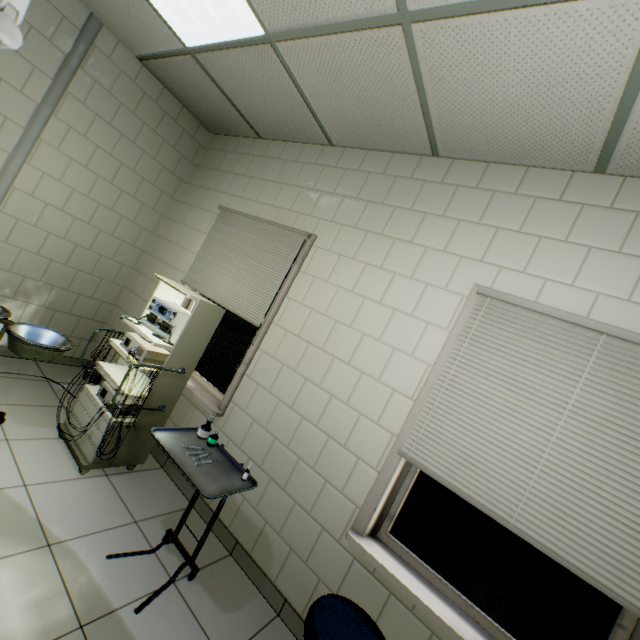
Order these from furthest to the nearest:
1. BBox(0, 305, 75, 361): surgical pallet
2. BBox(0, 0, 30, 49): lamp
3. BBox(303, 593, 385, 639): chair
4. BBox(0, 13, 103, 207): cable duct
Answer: BBox(0, 13, 103, 207): cable duct
BBox(0, 305, 75, 361): surgical pallet
BBox(303, 593, 385, 639): chair
BBox(0, 0, 30, 49): lamp

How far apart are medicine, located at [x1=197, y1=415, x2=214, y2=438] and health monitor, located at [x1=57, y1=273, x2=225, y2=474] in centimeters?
63cm

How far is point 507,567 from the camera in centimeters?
169cm

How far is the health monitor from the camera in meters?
2.3 m

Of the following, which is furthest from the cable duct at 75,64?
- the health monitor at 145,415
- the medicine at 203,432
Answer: the medicine at 203,432

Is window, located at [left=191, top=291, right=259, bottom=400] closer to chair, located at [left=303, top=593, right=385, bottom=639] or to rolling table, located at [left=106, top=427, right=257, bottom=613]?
rolling table, located at [left=106, top=427, right=257, bottom=613]

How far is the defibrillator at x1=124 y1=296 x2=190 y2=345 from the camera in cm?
252

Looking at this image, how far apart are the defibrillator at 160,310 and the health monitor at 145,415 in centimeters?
1cm
